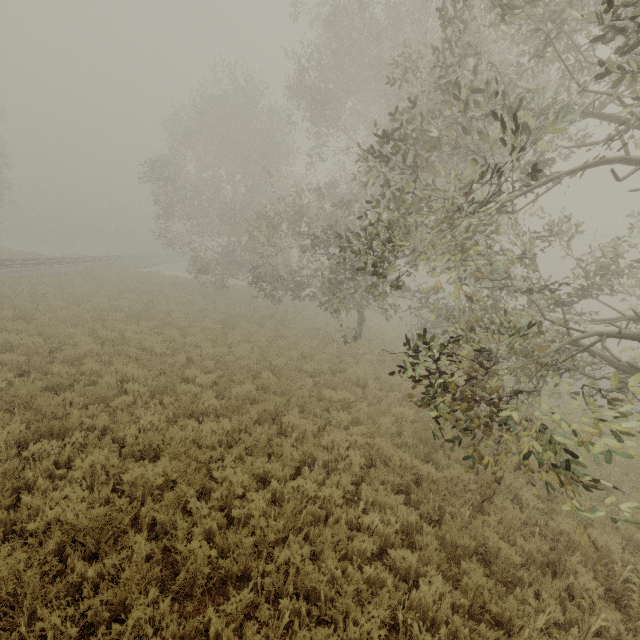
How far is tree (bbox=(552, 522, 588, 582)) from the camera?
4.82m

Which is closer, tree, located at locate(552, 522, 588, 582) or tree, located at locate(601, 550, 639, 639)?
tree, located at locate(601, 550, 639, 639)

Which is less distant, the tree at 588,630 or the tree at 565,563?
the tree at 588,630

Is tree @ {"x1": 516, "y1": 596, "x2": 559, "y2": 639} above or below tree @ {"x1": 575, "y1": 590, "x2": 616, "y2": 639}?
above

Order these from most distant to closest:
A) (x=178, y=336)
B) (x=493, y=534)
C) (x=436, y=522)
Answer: (x=178, y=336), (x=436, y=522), (x=493, y=534)
